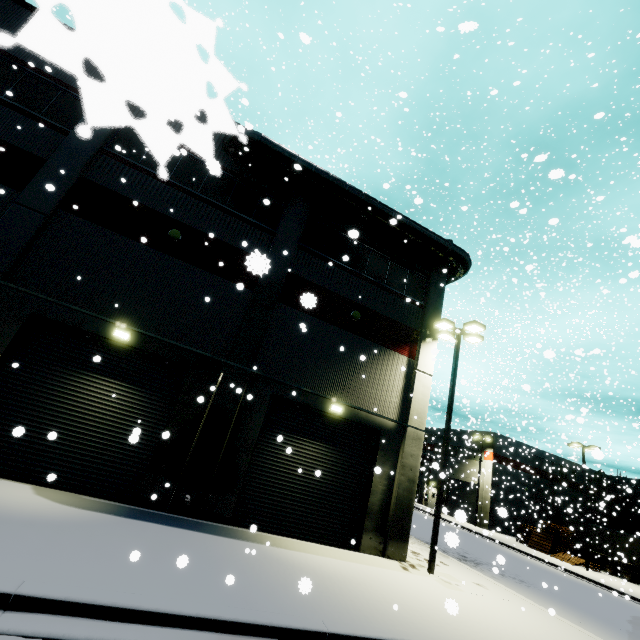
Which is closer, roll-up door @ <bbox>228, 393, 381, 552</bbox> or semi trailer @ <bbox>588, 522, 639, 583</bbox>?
roll-up door @ <bbox>228, 393, 381, 552</bbox>

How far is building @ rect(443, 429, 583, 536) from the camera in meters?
36.7

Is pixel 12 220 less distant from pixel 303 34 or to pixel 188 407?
pixel 188 407

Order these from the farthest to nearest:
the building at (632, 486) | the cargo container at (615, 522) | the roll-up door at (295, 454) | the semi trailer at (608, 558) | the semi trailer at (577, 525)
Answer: the building at (632, 486) → the cargo container at (615, 522) → the semi trailer at (577, 525) → the semi trailer at (608, 558) → the roll-up door at (295, 454)

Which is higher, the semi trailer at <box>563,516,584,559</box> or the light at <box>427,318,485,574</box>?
the light at <box>427,318,485,574</box>

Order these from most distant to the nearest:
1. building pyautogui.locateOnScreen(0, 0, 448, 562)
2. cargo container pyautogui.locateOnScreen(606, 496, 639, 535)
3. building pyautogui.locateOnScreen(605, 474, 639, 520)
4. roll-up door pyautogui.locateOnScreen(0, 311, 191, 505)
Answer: building pyautogui.locateOnScreen(605, 474, 639, 520), cargo container pyautogui.locateOnScreen(606, 496, 639, 535), roll-up door pyautogui.locateOnScreen(0, 311, 191, 505), building pyautogui.locateOnScreen(0, 0, 448, 562)

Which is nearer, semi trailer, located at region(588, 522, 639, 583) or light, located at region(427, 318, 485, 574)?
light, located at region(427, 318, 485, 574)

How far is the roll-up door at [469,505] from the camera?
10.5m
